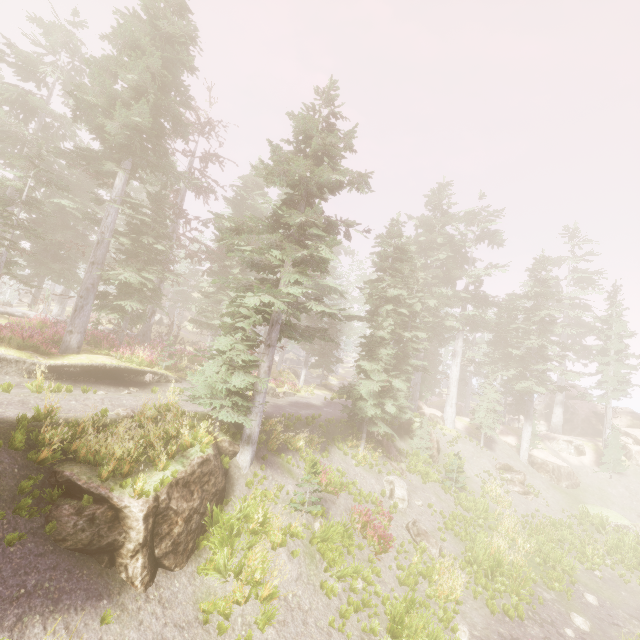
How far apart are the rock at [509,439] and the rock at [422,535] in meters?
19.5 m

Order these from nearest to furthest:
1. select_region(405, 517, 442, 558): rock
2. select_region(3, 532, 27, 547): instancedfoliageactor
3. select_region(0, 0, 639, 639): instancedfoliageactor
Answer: select_region(3, 532, 27, 547): instancedfoliageactor
select_region(0, 0, 639, 639): instancedfoliageactor
select_region(405, 517, 442, 558): rock

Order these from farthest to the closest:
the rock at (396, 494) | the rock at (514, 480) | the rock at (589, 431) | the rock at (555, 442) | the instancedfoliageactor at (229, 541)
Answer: the rock at (589, 431) → the rock at (555, 442) → the rock at (514, 480) → the rock at (396, 494) → the instancedfoliageactor at (229, 541)

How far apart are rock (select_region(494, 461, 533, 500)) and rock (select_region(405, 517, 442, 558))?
13.3m

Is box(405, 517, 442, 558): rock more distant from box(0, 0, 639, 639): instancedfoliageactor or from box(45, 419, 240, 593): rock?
box(45, 419, 240, 593): rock

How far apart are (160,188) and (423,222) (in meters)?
26.07

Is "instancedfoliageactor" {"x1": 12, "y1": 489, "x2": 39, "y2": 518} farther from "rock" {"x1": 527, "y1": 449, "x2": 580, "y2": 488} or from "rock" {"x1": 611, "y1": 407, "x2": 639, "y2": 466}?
"rock" {"x1": 527, "y1": 449, "x2": 580, "y2": 488}

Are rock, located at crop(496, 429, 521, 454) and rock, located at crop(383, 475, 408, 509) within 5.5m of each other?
no
